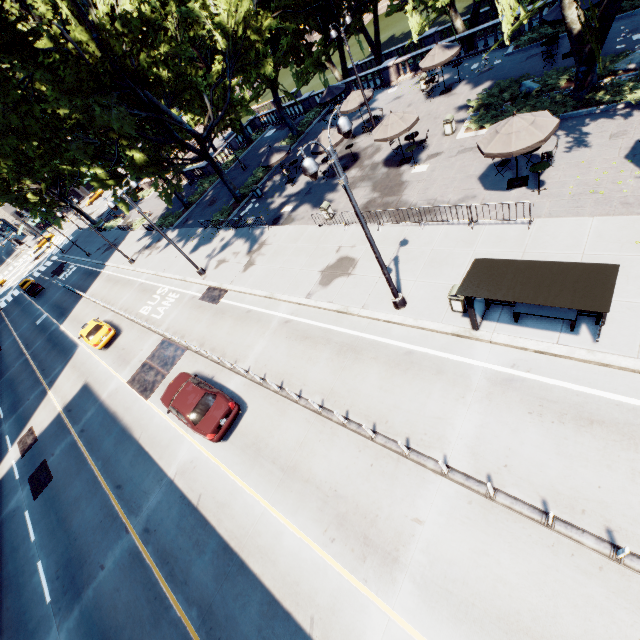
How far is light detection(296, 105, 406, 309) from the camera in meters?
8.2 m

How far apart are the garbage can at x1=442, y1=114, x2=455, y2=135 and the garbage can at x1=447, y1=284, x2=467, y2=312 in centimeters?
1334cm

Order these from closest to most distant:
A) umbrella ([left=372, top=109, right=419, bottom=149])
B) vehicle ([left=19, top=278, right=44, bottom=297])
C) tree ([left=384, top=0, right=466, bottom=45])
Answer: umbrella ([left=372, top=109, right=419, bottom=149]) → tree ([left=384, top=0, right=466, bottom=45]) → vehicle ([left=19, top=278, right=44, bottom=297])

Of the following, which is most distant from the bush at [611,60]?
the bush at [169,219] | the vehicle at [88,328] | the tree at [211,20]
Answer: the bush at [169,219]

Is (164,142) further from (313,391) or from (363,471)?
(363,471)

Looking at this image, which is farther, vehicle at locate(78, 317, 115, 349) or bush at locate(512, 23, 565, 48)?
vehicle at locate(78, 317, 115, 349)

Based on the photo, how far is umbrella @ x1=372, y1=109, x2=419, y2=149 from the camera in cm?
1798

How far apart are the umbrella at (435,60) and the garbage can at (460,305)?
19.1 meters
